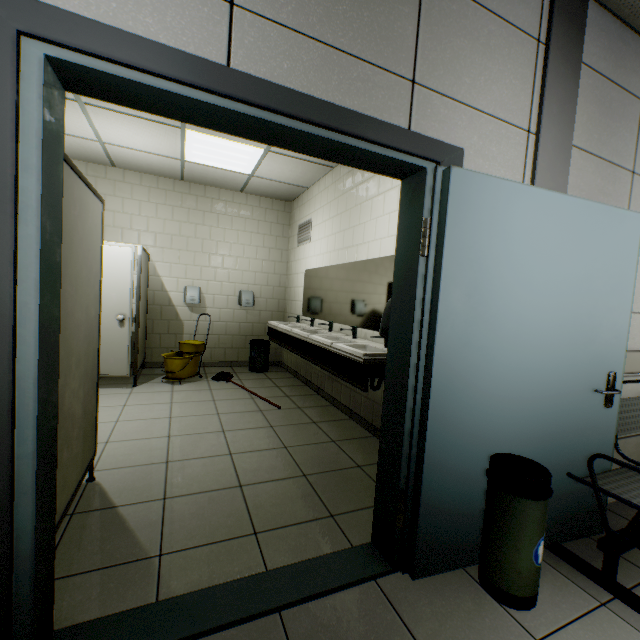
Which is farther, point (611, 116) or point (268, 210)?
point (268, 210)

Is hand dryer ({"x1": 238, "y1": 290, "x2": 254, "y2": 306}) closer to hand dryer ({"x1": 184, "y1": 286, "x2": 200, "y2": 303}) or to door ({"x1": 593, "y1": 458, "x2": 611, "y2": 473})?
hand dryer ({"x1": 184, "y1": 286, "x2": 200, "y2": 303})

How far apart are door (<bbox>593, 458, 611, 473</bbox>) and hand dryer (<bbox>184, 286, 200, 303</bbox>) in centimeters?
460cm

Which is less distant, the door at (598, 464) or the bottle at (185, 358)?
the door at (598, 464)

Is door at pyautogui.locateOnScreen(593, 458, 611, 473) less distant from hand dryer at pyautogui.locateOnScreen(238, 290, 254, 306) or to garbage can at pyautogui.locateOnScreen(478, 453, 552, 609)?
garbage can at pyautogui.locateOnScreen(478, 453, 552, 609)

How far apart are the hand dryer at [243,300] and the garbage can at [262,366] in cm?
67

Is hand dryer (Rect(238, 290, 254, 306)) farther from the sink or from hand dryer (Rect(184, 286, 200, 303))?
the sink

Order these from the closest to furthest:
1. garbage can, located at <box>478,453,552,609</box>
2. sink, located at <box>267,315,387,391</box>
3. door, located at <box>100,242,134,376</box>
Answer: garbage can, located at <box>478,453,552,609</box>, sink, located at <box>267,315,387,391</box>, door, located at <box>100,242,134,376</box>
